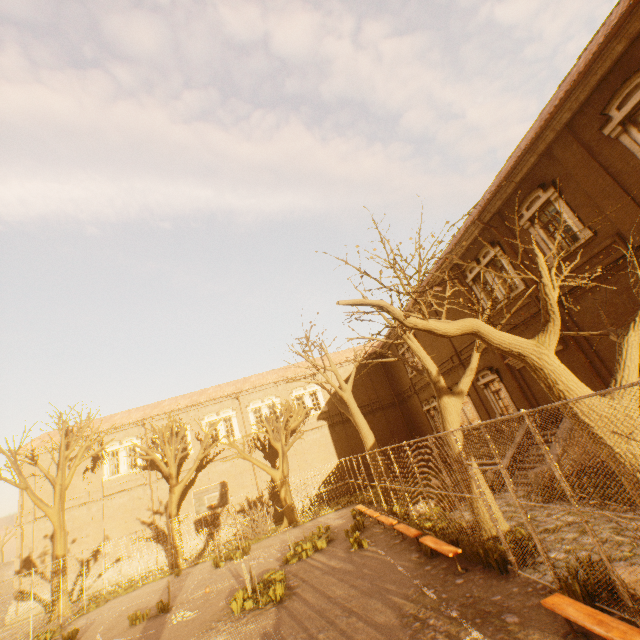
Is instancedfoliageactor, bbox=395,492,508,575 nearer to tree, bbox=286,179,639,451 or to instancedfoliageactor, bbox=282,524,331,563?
tree, bbox=286,179,639,451

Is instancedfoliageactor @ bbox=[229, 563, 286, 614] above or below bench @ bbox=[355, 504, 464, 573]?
below

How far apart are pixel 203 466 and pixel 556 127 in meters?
30.2

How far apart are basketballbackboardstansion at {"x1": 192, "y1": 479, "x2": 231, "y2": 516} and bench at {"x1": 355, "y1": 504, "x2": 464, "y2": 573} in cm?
893

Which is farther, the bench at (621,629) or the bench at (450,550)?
the bench at (450,550)

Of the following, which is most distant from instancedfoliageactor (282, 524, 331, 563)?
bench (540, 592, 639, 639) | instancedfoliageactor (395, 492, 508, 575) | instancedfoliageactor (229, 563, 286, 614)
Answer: bench (540, 592, 639, 639)

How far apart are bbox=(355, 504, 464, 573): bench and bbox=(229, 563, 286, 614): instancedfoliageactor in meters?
4.1 m

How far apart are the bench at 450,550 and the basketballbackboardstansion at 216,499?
8.9m
